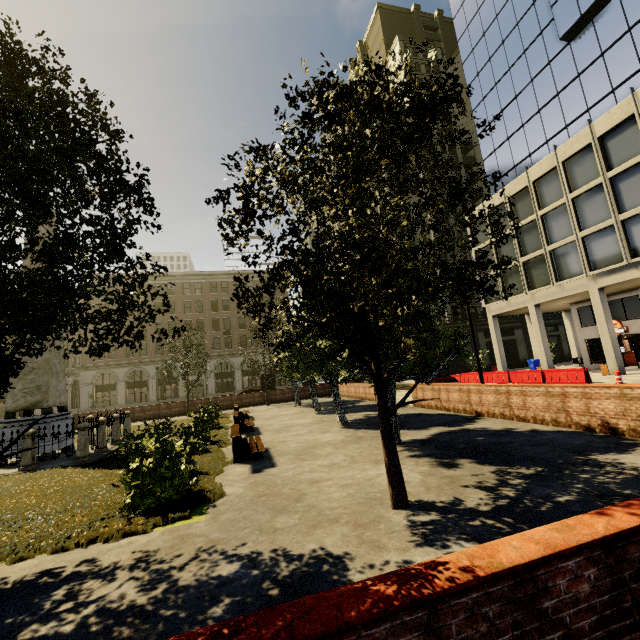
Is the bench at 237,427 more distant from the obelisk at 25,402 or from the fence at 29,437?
the obelisk at 25,402

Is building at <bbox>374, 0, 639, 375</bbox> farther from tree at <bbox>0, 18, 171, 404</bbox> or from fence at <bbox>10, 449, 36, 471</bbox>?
fence at <bbox>10, 449, 36, 471</bbox>

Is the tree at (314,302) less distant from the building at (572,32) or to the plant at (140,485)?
the plant at (140,485)

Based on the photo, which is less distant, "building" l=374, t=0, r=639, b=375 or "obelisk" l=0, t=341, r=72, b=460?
"obelisk" l=0, t=341, r=72, b=460

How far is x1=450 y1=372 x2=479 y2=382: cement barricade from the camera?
27.37m

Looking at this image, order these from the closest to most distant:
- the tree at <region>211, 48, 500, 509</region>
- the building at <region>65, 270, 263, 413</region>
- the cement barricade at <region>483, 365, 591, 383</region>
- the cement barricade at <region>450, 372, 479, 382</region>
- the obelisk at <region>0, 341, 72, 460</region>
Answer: the tree at <region>211, 48, 500, 509</region>, the obelisk at <region>0, 341, 72, 460</region>, the cement barricade at <region>483, 365, 591, 383</region>, the cement barricade at <region>450, 372, 479, 382</region>, the building at <region>65, 270, 263, 413</region>

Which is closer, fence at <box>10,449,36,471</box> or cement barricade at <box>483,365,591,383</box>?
fence at <box>10,449,36,471</box>

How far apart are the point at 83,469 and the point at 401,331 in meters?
11.1 m
